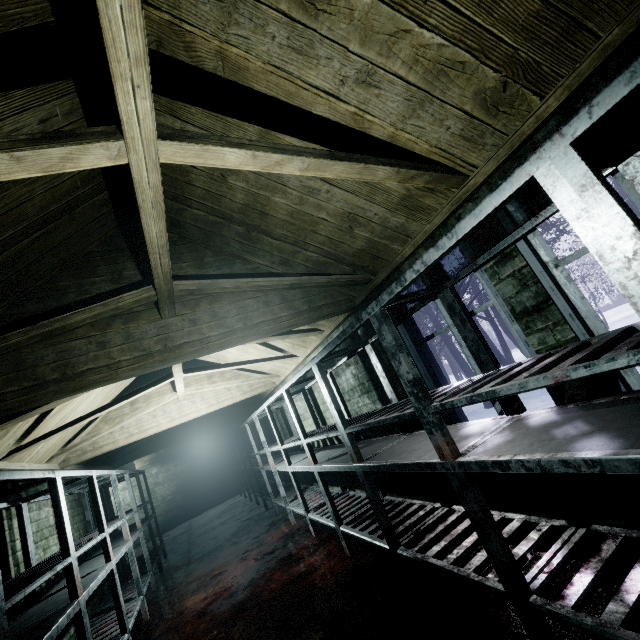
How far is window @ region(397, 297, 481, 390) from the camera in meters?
2.1 m

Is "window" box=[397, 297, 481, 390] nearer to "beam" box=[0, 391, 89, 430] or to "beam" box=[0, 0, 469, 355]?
"beam" box=[0, 0, 469, 355]

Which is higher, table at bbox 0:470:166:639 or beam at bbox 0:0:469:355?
beam at bbox 0:0:469:355

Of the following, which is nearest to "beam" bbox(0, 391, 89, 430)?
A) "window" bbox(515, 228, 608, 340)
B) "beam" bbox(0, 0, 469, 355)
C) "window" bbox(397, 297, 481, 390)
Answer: "beam" bbox(0, 0, 469, 355)

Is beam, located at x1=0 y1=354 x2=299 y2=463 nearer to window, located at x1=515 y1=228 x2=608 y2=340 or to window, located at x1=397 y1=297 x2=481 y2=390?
window, located at x1=397 y1=297 x2=481 y2=390

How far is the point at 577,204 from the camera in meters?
0.8 m

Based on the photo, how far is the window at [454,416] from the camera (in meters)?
2.32
